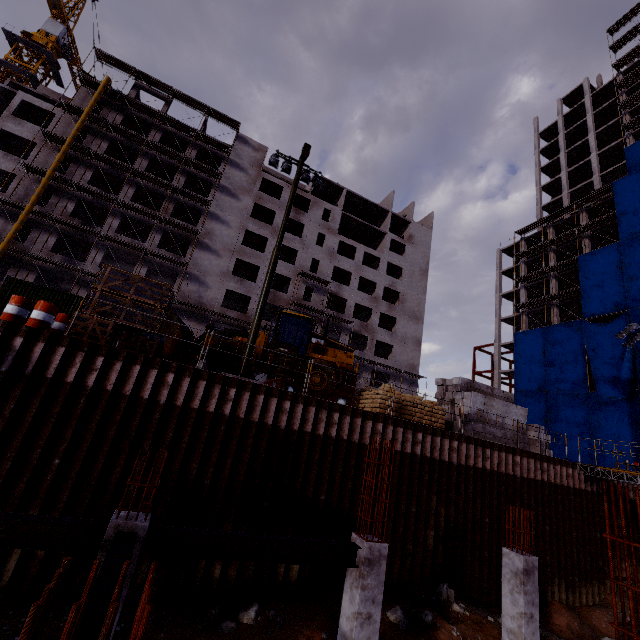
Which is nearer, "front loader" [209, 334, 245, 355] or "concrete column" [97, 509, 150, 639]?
"concrete column" [97, 509, 150, 639]

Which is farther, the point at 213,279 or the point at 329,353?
the point at 213,279

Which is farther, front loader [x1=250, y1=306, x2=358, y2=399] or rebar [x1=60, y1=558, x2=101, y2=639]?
front loader [x1=250, y1=306, x2=358, y2=399]

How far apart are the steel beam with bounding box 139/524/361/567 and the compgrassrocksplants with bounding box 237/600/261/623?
3.9 meters

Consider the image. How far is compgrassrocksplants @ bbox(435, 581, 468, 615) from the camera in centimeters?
1066cm

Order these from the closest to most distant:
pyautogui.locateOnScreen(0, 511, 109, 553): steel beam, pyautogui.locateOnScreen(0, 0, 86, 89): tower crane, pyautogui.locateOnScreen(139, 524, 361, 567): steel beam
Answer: pyautogui.locateOnScreen(0, 511, 109, 553): steel beam → pyautogui.locateOnScreen(139, 524, 361, 567): steel beam → pyautogui.locateOnScreen(0, 0, 86, 89): tower crane

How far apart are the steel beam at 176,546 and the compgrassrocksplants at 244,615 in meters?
3.9 m

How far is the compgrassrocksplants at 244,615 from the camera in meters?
8.7
